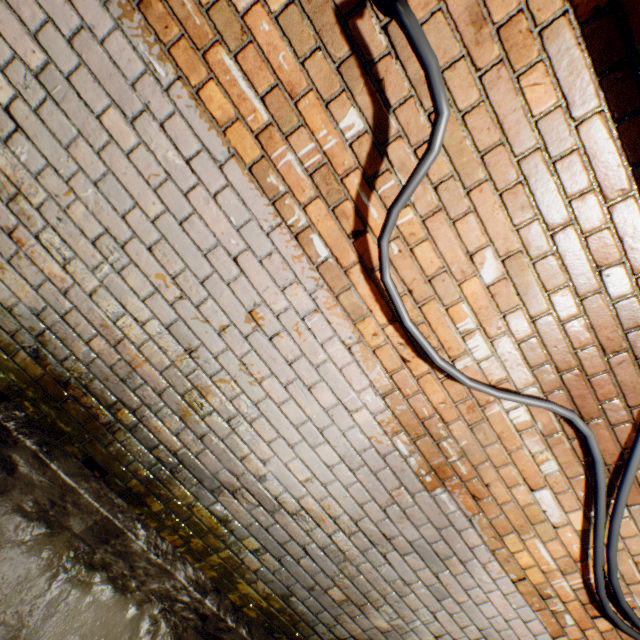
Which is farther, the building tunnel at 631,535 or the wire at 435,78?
the building tunnel at 631,535

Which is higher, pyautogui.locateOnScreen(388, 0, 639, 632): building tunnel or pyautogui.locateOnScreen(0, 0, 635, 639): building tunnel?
pyautogui.locateOnScreen(388, 0, 639, 632): building tunnel

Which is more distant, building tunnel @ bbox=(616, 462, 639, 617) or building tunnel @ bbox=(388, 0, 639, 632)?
building tunnel @ bbox=(616, 462, 639, 617)

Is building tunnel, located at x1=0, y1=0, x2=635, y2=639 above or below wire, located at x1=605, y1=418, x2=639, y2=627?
below

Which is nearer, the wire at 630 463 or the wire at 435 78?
the wire at 435 78

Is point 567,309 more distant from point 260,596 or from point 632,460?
point 260,596

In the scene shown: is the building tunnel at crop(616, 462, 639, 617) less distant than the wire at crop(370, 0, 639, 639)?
No
